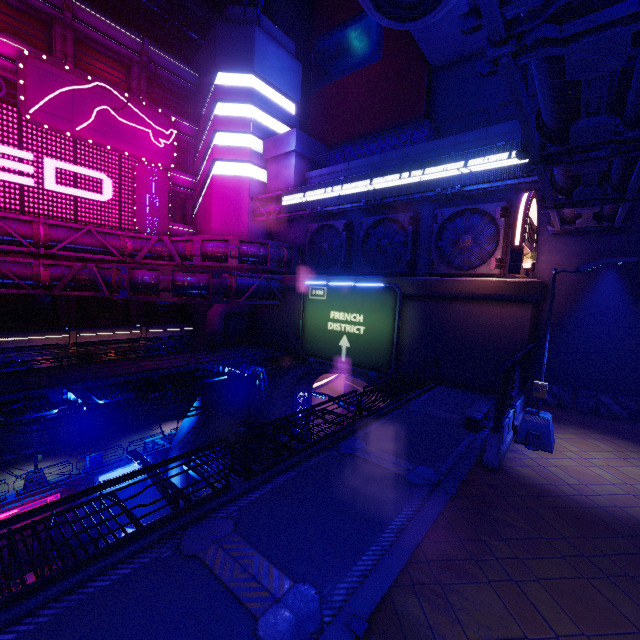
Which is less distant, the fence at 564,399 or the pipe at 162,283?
the fence at 564,399

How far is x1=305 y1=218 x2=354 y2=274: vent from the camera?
24.6m

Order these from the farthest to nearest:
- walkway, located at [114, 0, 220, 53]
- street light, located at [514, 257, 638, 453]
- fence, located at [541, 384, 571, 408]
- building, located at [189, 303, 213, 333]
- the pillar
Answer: walkway, located at [114, 0, 220, 53] < building, located at [189, 303, 213, 333] < the pillar < fence, located at [541, 384, 571, 408] < street light, located at [514, 257, 638, 453]

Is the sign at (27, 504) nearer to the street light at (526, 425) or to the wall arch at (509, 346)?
the wall arch at (509, 346)

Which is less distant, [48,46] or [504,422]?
[504,422]

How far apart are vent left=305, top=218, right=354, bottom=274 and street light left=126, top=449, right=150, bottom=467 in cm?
1861

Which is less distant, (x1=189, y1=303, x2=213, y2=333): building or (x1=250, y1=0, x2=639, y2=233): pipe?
(x1=250, y1=0, x2=639, y2=233): pipe

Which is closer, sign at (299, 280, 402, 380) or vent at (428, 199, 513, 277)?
vent at (428, 199, 513, 277)
